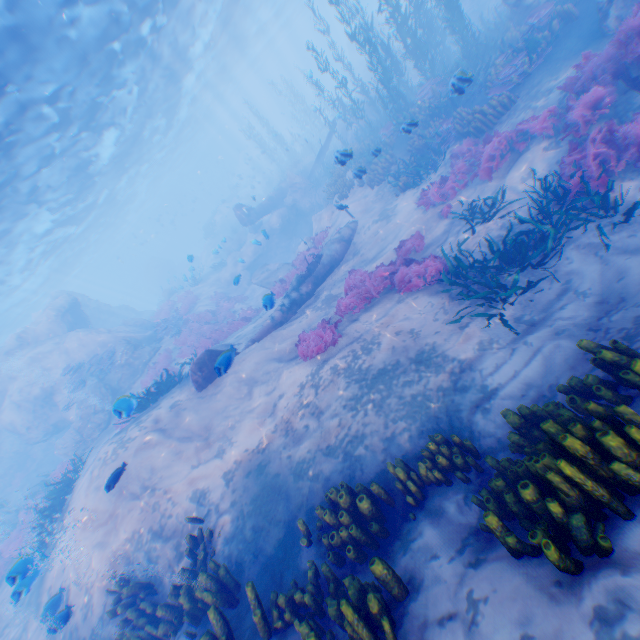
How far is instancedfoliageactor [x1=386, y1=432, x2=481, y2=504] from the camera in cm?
485

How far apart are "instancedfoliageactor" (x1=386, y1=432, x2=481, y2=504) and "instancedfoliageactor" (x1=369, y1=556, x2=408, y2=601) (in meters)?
1.21

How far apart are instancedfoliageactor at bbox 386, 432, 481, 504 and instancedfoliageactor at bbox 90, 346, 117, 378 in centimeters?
1935cm

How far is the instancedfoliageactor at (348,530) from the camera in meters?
4.7 m

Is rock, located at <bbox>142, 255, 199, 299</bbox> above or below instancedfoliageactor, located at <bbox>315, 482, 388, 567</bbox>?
above

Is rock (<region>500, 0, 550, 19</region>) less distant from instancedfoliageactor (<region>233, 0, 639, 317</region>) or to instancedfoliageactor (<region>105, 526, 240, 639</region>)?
instancedfoliageactor (<region>233, 0, 639, 317</region>)

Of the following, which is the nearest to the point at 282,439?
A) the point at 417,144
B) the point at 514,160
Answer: the point at 514,160

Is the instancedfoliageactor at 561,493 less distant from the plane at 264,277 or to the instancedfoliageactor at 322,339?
the instancedfoliageactor at 322,339
